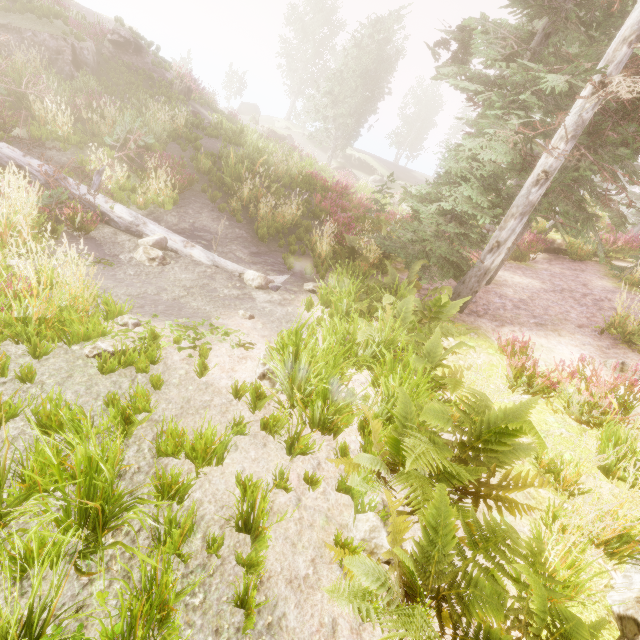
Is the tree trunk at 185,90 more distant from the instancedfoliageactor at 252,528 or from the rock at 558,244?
the rock at 558,244

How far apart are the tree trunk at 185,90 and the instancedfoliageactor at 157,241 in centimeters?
1769cm

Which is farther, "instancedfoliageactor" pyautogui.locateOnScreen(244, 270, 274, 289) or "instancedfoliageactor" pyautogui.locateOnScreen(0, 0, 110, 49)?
"instancedfoliageactor" pyautogui.locateOnScreen(0, 0, 110, 49)

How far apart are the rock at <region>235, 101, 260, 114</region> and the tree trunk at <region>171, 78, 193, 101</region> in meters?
32.2

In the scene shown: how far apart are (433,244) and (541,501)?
5.3m

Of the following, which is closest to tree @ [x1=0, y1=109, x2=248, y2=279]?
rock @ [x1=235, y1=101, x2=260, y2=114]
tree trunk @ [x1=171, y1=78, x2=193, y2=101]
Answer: tree trunk @ [x1=171, y1=78, x2=193, y2=101]

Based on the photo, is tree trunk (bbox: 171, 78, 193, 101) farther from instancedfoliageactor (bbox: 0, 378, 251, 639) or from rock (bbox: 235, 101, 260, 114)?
rock (bbox: 235, 101, 260, 114)

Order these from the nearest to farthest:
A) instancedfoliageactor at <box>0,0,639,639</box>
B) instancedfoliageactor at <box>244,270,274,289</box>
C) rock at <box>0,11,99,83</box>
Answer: instancedfoliageactor at <box>0,0,639,639</box> < instancedfoliageactor at <box>244,270,274,289</box> < rock at <box>0,11,99,83</box>
